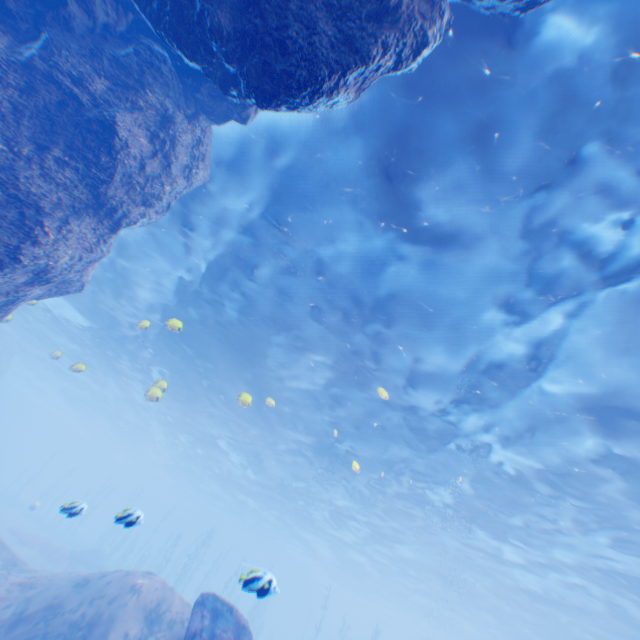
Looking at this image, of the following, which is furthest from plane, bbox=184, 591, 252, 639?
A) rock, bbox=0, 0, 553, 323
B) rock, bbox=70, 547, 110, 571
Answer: rock, bbox=70, 547, 110, 571

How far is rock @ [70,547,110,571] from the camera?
27.3m

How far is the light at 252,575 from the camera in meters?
5.6

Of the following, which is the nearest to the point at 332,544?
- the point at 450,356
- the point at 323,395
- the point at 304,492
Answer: the point at 304,492

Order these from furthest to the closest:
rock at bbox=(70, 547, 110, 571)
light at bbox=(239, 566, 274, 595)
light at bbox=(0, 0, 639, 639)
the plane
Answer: rock at bbox=(70, 547, 110, 571), the plane, light at bbox=(0, 0, 639, 639), light at bbox=(239, 566, 274, 595)

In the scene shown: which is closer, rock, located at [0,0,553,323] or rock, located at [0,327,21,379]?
rock, located at [0,0,553,323]

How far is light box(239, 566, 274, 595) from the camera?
5.6 meters

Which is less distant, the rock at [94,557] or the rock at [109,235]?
the rock at [109,235]
